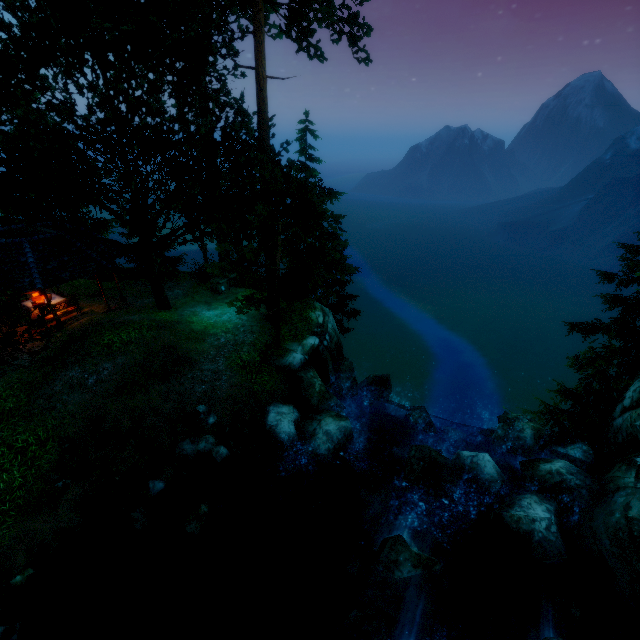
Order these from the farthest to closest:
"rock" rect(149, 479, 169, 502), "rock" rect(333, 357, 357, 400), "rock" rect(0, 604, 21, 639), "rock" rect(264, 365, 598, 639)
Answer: "rock" rect(333, 357, 357, 400)
"rock" rect(149, 479, 169, 502)
"rock" rect(264, 365, 598, 639)
"rock" rect(0, 604, 21, 639)

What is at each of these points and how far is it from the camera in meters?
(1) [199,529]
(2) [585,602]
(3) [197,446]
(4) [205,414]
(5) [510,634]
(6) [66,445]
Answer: (1) rock, 9.2 m
(2) rock, 8.5 m
(3) rock, 10.9 m
(4) rock, 11.4 m
(5) rock, 8.0 m
(6) rock, 9.7 m

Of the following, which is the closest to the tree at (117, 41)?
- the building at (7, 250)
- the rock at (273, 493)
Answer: the building at (7, 250)

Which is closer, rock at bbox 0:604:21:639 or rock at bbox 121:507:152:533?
rock at bbox 0:604:21:639

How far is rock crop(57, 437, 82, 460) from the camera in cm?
954

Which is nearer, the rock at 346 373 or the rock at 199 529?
the rock at 199 529

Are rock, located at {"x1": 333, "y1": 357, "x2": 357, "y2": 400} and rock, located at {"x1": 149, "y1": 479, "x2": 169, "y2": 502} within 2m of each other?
no

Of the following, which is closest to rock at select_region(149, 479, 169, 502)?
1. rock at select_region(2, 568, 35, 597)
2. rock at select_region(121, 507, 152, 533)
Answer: rock at select_region(121, 507, 152, 533)
